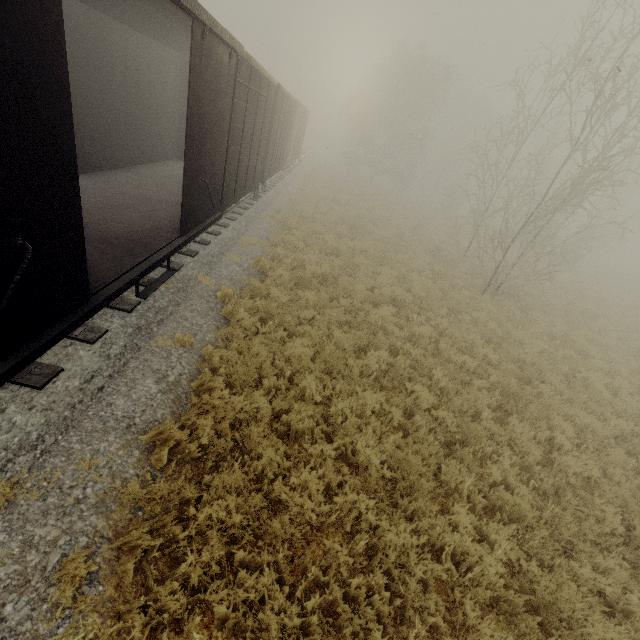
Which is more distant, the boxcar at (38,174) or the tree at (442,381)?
the tree at (442,381)

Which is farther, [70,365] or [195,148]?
[195,148]

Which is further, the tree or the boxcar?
the tree
